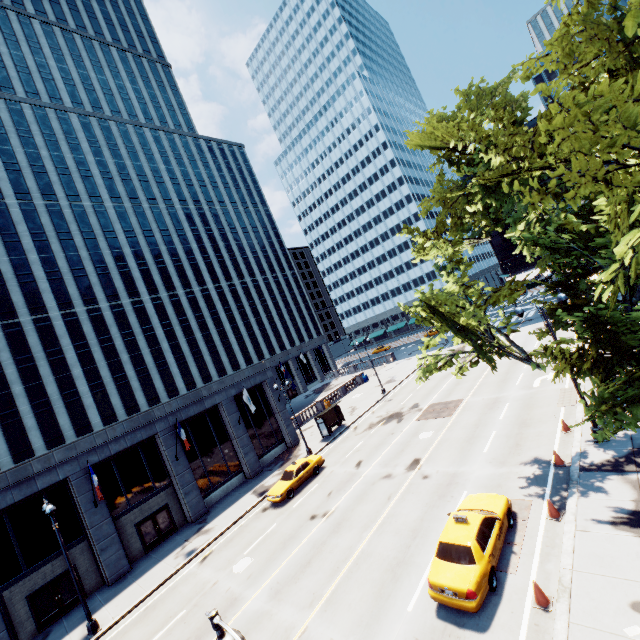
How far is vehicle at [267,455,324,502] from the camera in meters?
23.0 m

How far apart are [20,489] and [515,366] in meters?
39.4

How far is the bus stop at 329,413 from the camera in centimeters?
3269cm

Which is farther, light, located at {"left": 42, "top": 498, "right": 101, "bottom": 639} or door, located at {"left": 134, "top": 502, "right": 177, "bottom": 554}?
door, located at {"left": 134, "top": 502, "right": 177, "bottom": 554}

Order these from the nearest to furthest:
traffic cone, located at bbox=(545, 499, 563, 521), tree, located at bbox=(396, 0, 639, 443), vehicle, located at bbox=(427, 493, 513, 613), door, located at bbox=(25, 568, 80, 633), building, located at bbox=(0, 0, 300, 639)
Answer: tree, located at bbox=(396, 0, 639, 443) < vehicle, located at bbox=(427, 493, 513, 613) < traffic cone, located at bbox=(545, 499, 563, 521) < door, located at bbox=(25, 568, 80, 633) < building, located at bbox=(0, 0, 300, 639)

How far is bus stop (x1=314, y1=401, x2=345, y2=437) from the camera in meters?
32.7 m

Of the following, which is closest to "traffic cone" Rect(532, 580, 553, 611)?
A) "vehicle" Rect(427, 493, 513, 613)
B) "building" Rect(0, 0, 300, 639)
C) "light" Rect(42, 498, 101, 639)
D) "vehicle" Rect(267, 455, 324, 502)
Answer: "vehicle" Rect(427, 493, 513, 613)

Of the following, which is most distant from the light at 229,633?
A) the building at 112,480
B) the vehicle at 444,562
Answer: the building at 112,480
